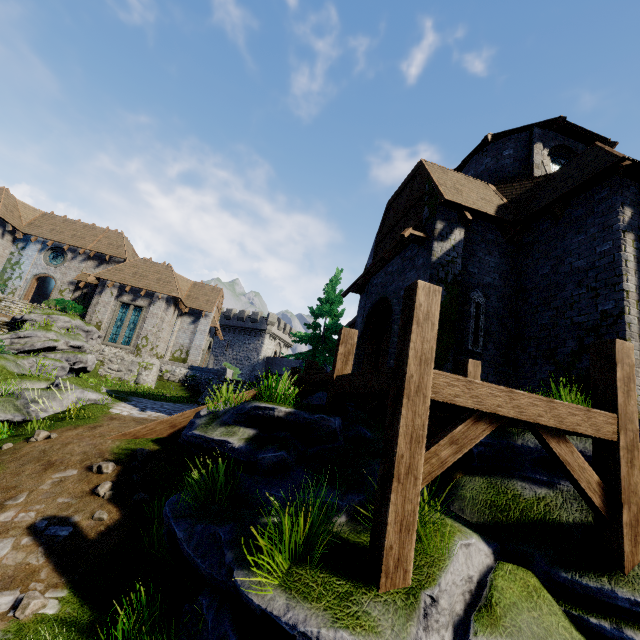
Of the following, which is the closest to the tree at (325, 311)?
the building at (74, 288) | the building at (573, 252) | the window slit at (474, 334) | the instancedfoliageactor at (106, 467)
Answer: the building at (573, 252)

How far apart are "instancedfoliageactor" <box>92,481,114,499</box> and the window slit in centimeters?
893cm

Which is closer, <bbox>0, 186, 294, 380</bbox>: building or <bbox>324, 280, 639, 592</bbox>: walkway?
<bbox>324, 280, 639, 592</bbox>: walkway

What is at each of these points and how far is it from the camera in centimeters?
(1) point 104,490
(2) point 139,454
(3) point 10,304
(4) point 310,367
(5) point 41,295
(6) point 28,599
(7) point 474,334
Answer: (1) instancedfoliageactor, 606cm
(2) instancedfoliageactor, 713cm
(3) stairs, 2395cm
(4) stairs, 946cm
(5) building, 3306cm
(6) instancedfoliageactor, 409cm
(7) window slit, 932cm

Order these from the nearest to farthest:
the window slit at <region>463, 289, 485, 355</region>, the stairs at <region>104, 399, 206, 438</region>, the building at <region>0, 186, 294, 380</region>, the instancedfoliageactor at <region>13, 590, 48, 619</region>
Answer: the instancedfoliageactor at <region>13, 590, 48, 619</region>, the stairs at <region>104, 399, 206, 438</region>, the window slit at <region>463, 289, 485, 355</region>, the building at <region>0, 186, 294, 380</region>

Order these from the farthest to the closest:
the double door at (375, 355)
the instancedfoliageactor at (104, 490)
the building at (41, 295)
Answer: the building at (41, 295) → the double door at (375, 355) → the instancedfoliageactor at (104, 490)

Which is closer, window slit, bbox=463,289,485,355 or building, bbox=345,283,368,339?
window slit, bbox=463,289,485,355

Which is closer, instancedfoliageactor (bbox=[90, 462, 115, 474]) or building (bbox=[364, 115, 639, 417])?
instancedfoliageactor (bbox=[90, 462, 115, 474])
